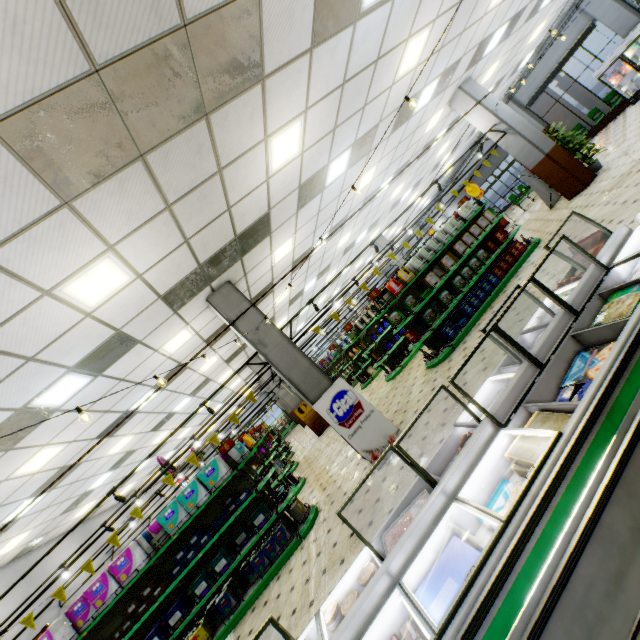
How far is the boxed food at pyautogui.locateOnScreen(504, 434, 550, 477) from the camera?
1.9m

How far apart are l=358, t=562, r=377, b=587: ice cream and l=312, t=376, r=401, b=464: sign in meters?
3.7 m

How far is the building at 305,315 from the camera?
18.0 meters

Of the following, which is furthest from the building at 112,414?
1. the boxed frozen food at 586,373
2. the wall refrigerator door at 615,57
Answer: the boxed frozen food at 586,373

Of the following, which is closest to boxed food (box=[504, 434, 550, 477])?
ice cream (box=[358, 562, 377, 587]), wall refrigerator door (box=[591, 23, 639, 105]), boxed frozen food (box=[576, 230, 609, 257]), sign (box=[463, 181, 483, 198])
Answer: ice cream (box=[358, 562, 377, 587])

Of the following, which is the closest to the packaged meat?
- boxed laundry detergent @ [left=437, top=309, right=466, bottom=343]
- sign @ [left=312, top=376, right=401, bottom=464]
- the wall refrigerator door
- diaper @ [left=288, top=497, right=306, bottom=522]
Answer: sign @ [left=312, top=376, right=401, bottom=464]

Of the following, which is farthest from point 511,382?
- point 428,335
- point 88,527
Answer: point 88,527

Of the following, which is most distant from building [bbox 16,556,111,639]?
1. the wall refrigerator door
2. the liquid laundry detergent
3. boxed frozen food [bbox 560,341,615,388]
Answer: the liquid laundry detergent
